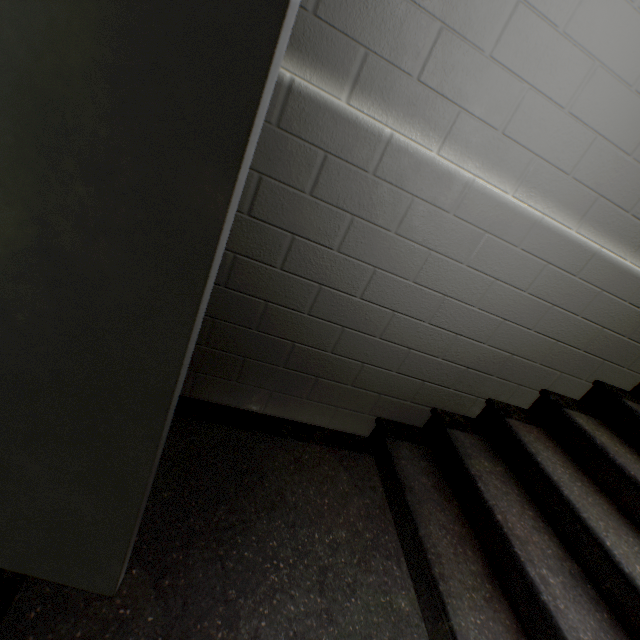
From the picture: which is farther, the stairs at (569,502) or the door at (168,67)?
the stairs at (569,502)

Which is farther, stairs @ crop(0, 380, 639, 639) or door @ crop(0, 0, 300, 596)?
stairs @ crop(0, 380, 639, 639)

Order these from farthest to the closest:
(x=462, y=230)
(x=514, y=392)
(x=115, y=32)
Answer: (x=514, y=392), (x=462, y=230), (x=115, y=32)
